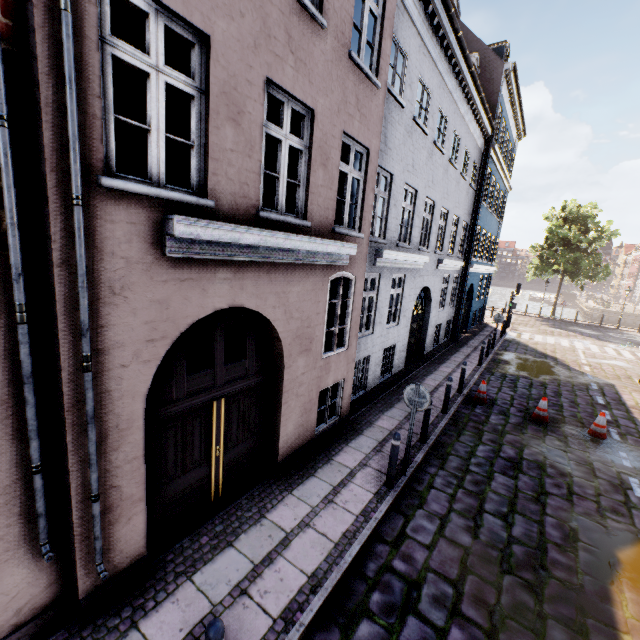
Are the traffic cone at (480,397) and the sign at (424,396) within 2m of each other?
no

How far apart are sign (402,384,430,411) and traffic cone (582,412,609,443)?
6.32m

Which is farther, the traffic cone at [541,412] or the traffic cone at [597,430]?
the traffic cone at [541,412]

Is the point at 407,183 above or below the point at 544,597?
above

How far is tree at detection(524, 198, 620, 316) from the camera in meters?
28.9 m

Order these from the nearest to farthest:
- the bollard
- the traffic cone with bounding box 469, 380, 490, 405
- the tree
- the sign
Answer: the bollard < the sign < the traffic cone with bounding box 469, 380, 490, 405 < the tree

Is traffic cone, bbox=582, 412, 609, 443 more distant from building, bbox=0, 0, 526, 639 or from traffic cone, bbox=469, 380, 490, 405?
building, bbox=0, 0, 526, 639

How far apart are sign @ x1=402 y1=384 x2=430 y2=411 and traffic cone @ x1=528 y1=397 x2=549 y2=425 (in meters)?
5.77
